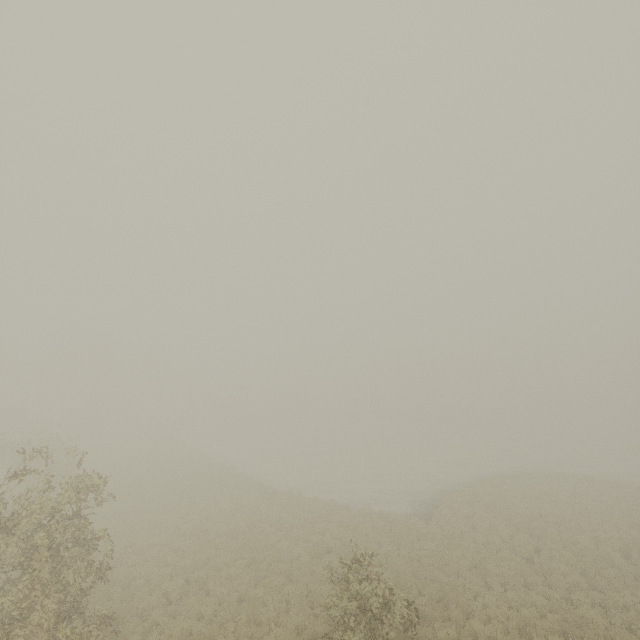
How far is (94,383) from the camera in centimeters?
5503cm
